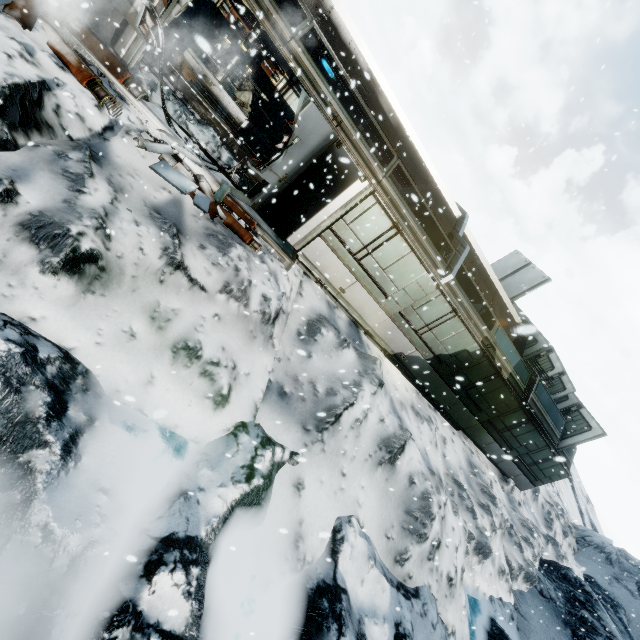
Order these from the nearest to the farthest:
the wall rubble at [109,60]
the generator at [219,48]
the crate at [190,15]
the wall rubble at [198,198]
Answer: the wall rubble at [109,60], the wall rubble at [198,198], the generator at [219,48], the crate at [190,15]

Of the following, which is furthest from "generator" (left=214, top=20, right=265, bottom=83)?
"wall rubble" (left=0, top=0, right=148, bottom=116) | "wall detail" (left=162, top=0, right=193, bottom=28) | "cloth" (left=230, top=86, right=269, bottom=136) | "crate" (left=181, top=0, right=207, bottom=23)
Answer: "wall rubble" (left=0, top=0, right=148, bottom=116)

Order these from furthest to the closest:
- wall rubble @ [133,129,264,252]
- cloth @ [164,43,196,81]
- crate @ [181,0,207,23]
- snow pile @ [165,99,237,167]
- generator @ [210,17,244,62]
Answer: crate @ [181,0,207,23] < generator @ [210,17,244,62] < cloth @ [164,43,196,81] < snow pile @ [165,99,237,167] < wall rubble @ [133,129,264,252]

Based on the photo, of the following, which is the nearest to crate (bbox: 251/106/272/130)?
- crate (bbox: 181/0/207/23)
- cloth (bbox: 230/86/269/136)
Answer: cloth (bbox: 230/86/269/136)

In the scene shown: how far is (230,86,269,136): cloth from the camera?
13.0 meters

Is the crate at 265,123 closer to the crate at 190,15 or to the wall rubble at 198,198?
the crate at 190,15

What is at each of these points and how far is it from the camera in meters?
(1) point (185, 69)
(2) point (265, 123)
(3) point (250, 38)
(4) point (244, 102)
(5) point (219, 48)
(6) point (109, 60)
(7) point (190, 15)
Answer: (1) cloth, 10.9 m
(2) crate, 13.6 m
(3) generator, 11.6 m
(4) cloth, 13.3 m
(5) generator, 11.7 m
(6) wall rubble, 6.2 m
(7) crate, 13.3 m

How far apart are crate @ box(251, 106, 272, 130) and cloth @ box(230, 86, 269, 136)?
0.01m
